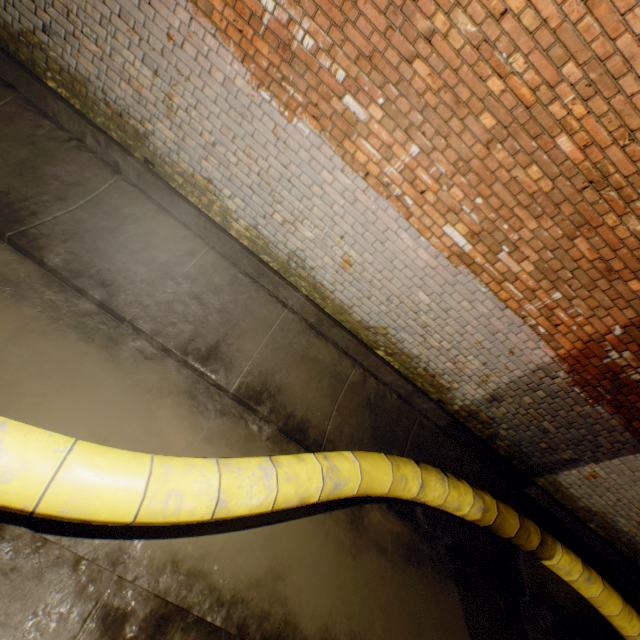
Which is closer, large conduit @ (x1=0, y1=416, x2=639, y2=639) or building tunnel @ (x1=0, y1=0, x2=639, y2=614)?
large conduit @ (x1=0, y1=416, x2=639, y2=639)

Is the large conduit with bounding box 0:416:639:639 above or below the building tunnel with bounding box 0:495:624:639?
above

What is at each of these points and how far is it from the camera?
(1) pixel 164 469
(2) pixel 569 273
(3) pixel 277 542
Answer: (1) large conduit, 2.08m
(2) building tunnel, 3.29m
(3) building tunnel, 2.95m

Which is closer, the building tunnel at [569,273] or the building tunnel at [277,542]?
the building tunnel at [277,542]

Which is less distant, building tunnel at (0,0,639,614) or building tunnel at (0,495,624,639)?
building tunnel at (0,495,624,639)

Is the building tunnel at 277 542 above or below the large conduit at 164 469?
below
